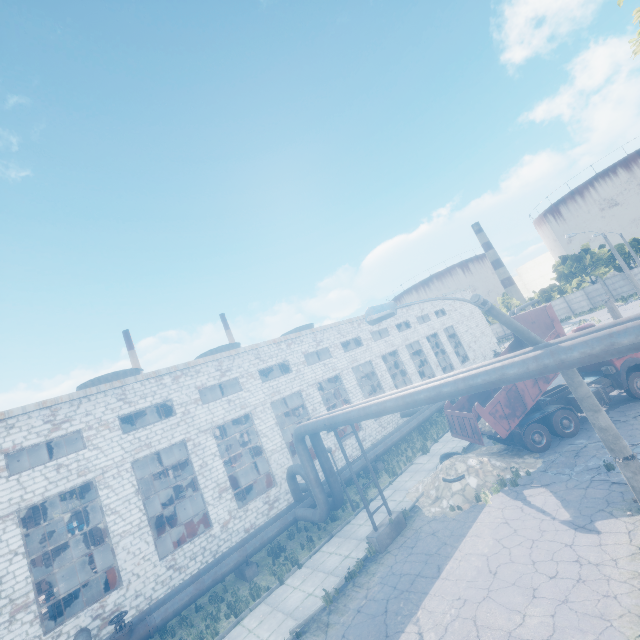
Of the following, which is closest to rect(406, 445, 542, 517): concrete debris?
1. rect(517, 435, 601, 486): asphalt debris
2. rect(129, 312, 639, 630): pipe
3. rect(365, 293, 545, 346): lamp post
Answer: rect(517, 435, 601, 486): asphalt debris

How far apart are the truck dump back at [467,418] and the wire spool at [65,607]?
21.17m

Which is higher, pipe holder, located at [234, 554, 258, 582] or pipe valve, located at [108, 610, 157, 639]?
pipe valve, located at [108, 610, 157, 639]

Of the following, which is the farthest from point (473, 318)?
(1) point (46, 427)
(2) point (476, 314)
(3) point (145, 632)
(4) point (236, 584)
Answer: (1) point (46, 427)

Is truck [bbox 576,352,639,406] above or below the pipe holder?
above

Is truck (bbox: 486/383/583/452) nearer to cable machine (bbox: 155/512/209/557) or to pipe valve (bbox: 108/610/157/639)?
pipe valve (bbox: 108/610/157/639)

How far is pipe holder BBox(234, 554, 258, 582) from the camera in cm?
1430

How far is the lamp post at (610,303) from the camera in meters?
17.2 m
